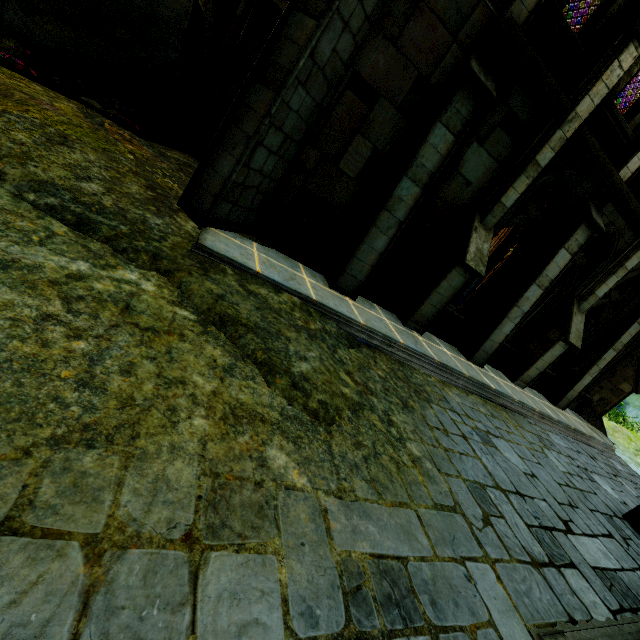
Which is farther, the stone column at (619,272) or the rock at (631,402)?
the rock at (631,402)

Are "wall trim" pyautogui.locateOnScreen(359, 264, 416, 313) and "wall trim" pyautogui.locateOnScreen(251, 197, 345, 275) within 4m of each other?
yes

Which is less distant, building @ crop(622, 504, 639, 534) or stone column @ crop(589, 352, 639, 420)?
building @ crop(622, 504, 639, 534)

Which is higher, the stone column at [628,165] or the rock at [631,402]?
the stone column at [628,165]

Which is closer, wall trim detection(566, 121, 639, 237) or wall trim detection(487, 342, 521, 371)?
wall trim detection(566, 121, 639, 237)

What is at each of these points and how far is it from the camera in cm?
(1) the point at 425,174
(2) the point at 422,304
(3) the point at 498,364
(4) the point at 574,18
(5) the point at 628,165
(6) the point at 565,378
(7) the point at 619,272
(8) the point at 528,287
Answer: (1) stone column, 630
(2) stone column, 769
(3) wall trim, 1057
(4) stone column, 896
(5) stone column, 771
(6) stone column, 1137
(7) stone column, 920
(8) stone column, 838

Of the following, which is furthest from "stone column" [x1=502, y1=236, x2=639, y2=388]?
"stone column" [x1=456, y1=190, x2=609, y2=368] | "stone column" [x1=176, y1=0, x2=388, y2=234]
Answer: "stone column" [x1=176, y1=0, x2=388, y2=234]

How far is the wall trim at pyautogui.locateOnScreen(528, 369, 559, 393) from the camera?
11.23m
